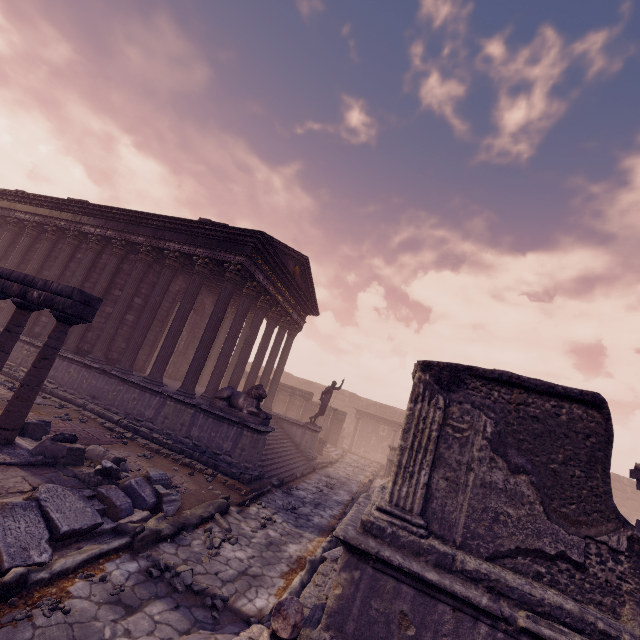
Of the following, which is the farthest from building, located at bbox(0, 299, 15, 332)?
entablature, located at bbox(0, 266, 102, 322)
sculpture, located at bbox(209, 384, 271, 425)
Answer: entablature, located at bbox(0, 266, 102, 322)

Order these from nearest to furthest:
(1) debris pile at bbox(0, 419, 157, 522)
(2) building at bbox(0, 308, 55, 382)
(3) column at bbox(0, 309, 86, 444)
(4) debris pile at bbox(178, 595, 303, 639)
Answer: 1. (4) debris pile at bbox(178, 595, 303, 639)
2. (1) debris pile at bbox(0, 419, 157, 522)
3. (3) column at bbox(0, 309, 86, 444)
4. (2) building at bbox(0, 308, 55, 382)

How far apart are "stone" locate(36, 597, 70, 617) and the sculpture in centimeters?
610cm

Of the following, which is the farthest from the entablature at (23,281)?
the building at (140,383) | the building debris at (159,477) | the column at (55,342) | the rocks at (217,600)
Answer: the rocks at (217,600)

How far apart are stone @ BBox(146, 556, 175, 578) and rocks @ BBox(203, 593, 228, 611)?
0.6m

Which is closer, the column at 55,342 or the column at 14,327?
the column at 55,342

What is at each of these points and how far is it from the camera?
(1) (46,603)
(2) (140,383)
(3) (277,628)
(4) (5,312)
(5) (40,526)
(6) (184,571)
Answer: (1) stone, 3.4 meters
(2) building, 10.8 meters
(3) debris pile, 3.3 meters
(4) building, 13.8 meters
(5) debris pile, 4.1 meters
(6) rocks, 4.7 meters

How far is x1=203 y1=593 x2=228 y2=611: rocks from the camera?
4.2 meters
